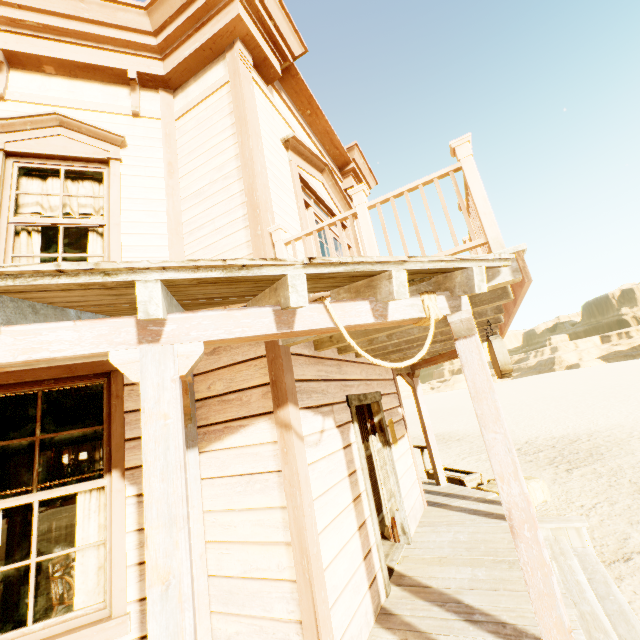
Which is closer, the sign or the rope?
the rope

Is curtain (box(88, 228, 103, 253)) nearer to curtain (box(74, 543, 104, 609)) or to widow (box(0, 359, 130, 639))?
widow (box(0, 359, 130, 639))

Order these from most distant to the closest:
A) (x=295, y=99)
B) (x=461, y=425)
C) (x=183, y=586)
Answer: (x=461, y=425)
(x=295, y=99)
(x=183, y=586)

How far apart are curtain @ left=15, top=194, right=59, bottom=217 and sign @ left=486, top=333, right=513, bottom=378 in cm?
430

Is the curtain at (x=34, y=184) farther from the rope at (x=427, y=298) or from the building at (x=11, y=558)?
the rope at (x=427, y=298)

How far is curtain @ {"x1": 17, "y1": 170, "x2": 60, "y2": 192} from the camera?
3.77m

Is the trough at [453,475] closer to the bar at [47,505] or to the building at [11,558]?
the building at [11,558]

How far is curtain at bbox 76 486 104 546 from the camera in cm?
297
